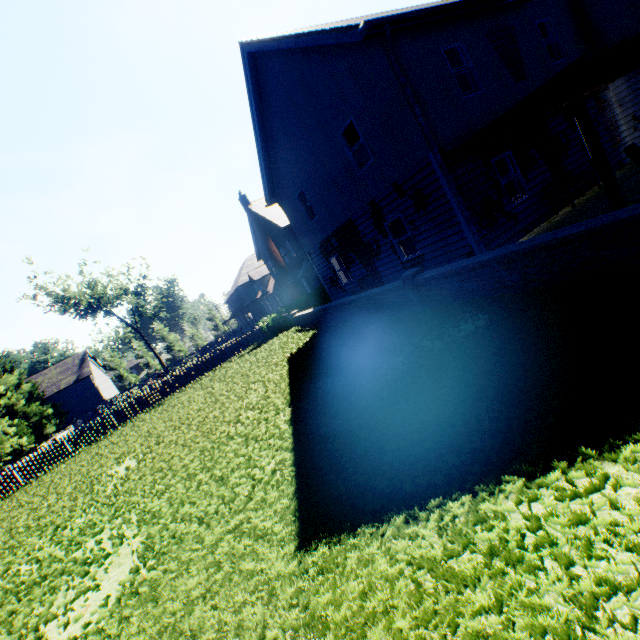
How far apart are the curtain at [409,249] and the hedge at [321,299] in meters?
10.9 m

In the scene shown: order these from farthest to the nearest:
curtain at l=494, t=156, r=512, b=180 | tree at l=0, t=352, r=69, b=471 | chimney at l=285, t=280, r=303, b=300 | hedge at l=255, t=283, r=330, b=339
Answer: chimney at l=285, t=280, r=303, b=300, tree at l=0, t=352, r=69, b=471, hedge at l=255, t=283, r=330, b=339, curtain at l=494, t=156, r=512, b=180

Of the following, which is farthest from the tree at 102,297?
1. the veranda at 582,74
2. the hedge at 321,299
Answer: the hedge at 321,299

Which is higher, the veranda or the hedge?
the veranda

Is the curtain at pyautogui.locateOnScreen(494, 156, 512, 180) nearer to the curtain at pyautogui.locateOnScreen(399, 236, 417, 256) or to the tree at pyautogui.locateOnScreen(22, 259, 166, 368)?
the curtain at pyautogui.locateOnScreen(399, 236, 417, 256)

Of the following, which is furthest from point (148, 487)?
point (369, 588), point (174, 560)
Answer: point (369, 588)

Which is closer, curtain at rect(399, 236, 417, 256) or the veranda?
the veranda

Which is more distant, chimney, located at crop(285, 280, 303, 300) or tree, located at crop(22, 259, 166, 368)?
tree, located at crop(22, 259, 166, 368)
